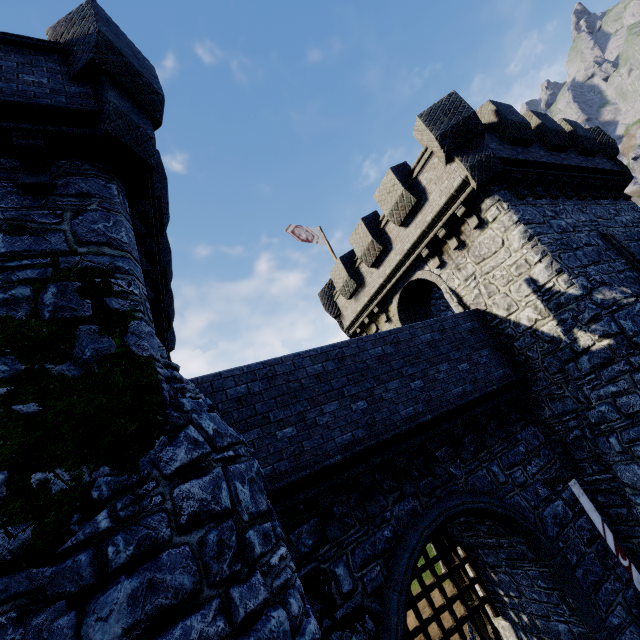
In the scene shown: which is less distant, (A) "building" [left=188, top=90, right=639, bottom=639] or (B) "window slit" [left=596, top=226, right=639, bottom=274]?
(A) "building" [left=188, top=90, right=639, bottom=639]

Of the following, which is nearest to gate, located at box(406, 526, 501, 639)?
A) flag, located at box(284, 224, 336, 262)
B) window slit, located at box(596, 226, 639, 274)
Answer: window slit, located at box(596, 226, 639, 274)

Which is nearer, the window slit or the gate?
the gate

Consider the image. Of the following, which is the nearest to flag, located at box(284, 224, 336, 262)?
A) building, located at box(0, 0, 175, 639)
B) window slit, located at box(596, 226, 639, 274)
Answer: building, located at box(0, 0, 175, 639)

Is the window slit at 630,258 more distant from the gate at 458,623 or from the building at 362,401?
the gate at 458,623

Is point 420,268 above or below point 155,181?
below

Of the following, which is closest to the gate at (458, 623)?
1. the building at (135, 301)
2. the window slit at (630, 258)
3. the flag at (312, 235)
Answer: the building at (135, 301)

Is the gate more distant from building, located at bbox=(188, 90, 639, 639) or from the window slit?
the window slit
